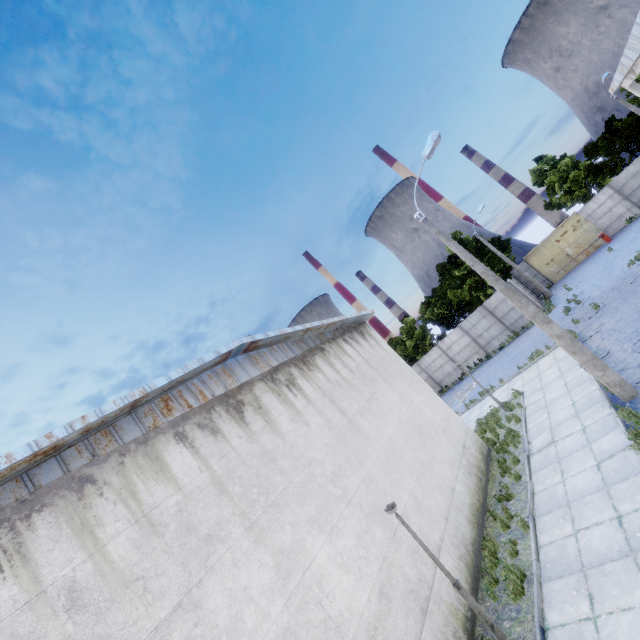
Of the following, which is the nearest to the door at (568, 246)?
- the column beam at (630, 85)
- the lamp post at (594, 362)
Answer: the column beam at (630, 85)

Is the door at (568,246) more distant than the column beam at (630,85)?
Yes

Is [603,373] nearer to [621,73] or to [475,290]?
[621,73]

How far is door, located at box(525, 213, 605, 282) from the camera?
30.2m

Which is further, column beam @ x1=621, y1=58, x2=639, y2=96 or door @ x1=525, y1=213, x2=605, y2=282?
door @ x1=525, y1=213, x2=605, y2=282

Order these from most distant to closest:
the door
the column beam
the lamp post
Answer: the door < the column beam < the lamp post

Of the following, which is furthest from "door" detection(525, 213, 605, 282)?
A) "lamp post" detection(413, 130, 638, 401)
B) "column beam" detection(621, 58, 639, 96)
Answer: "lamp post" detection(413, 130, 638, 401)

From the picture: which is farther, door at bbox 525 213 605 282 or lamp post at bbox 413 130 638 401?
door at bbox 525 213 605 282
